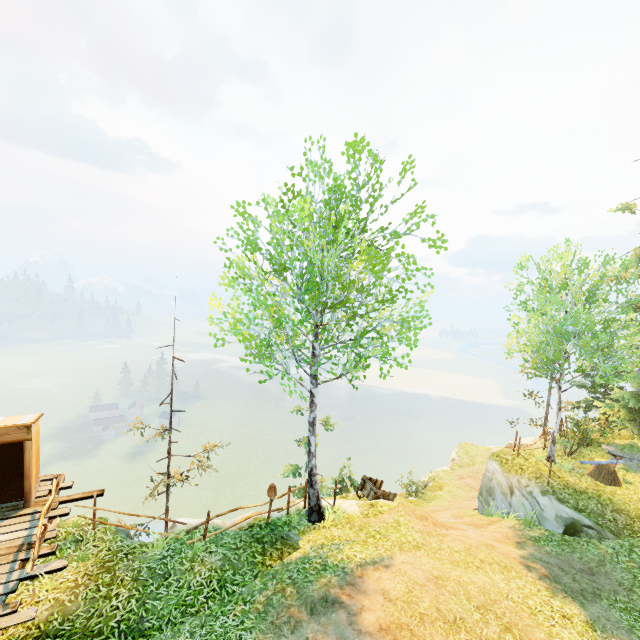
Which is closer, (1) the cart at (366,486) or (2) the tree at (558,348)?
(2) the tree at (558,348)

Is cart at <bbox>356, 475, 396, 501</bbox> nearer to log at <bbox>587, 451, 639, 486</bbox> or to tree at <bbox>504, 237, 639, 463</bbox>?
log at <bbox>587, 451, 639, 486</bbox>

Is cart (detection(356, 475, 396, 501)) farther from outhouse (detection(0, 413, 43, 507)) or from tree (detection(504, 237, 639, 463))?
tree (detection(504, 237, 639, 463))

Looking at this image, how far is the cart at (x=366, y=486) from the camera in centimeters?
1552cm

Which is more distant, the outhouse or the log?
the log

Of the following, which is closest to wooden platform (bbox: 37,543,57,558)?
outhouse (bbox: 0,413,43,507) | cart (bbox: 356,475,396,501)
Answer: outhouse (bbox: 0,413,43,507)

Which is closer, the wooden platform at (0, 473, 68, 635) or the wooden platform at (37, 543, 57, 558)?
the wooden platform at (0, 473, 68, 635)

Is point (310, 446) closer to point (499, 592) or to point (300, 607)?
point (300, 607)
